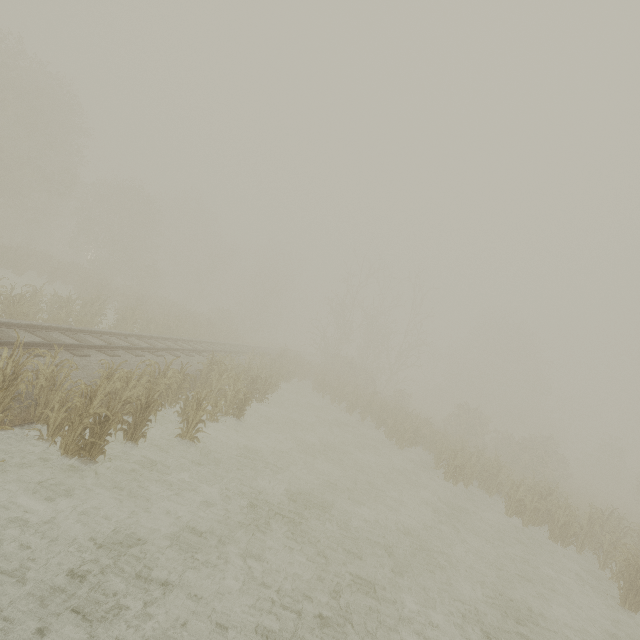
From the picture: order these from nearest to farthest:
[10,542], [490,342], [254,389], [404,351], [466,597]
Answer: [10,542]
[466,597]
[254,389]
[404,351]
[490,342]
